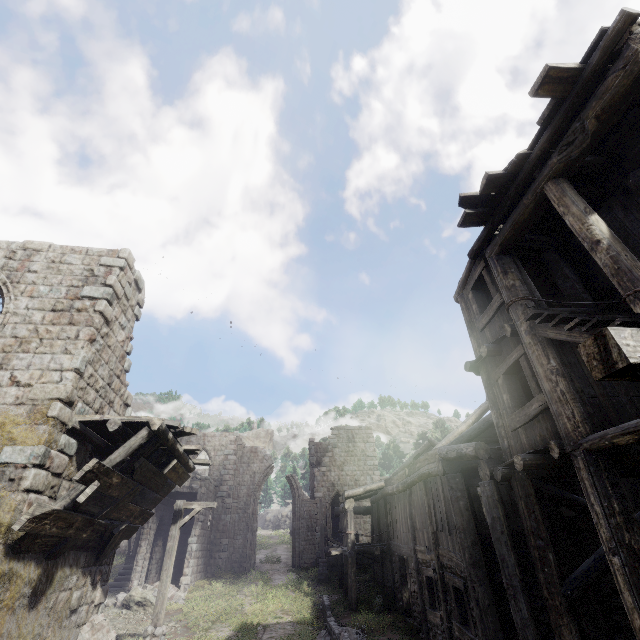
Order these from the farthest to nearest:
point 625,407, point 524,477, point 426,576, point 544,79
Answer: point 426,576 < point 524,477 < point 625,407 < point 544,79

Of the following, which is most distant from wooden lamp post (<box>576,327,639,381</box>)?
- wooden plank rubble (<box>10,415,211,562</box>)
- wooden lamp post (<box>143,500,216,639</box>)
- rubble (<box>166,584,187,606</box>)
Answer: rubble (<box>166,584,187,606</box>)

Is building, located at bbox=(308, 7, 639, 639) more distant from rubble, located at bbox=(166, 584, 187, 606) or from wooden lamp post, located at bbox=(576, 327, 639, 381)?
wooden lamp post, located at bbox=(576, 327, 639, 381)

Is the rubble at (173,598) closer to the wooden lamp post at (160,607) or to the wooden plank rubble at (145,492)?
the wooden lamp post at (160,607)

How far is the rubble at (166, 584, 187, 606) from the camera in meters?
17.5

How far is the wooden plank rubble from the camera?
6.2 meters

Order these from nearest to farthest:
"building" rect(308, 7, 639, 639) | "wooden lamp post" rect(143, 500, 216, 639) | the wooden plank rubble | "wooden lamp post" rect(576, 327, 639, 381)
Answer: "wooden lamp post" rect(576, 327, 639, 381), "building" rect(308, 7, 639, 639), the wooden plank rubble, "wooden lamp post" rect(143, 500, 216, 639)

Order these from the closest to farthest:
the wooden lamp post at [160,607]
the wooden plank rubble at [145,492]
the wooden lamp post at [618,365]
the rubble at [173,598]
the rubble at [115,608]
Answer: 1. the wooden lamp post at [618,365]
2. the wooden plank rubble at [145,492]
3. the wooden lamp post at [160,607]
4. the rubble at [115,608]
5. the rubble at [173,598]
